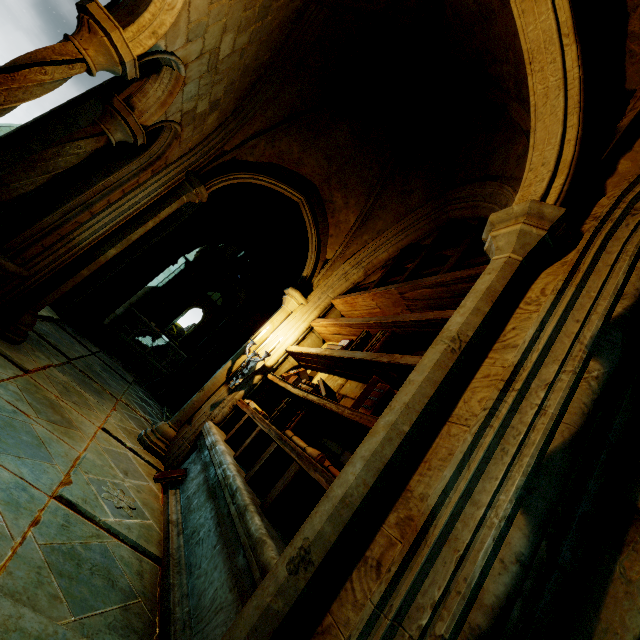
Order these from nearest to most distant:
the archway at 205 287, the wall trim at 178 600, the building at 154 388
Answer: the wall trim at 178 600
the building at 154 388
the archway at 205 287

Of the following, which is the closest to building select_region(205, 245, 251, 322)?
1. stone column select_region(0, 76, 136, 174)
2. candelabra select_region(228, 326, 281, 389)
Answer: stone column select_region(0, 76, 136, 174)

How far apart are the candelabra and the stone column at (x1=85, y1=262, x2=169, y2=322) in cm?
478

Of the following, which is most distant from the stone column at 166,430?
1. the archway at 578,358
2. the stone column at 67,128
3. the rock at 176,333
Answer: the rock at 176,333

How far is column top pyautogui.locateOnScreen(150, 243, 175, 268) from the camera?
8.09m

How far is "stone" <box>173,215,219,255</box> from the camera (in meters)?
8.47

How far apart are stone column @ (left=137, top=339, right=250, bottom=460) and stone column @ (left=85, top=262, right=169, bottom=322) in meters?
4.3 m

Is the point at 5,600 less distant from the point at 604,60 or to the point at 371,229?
the point at 604,60
